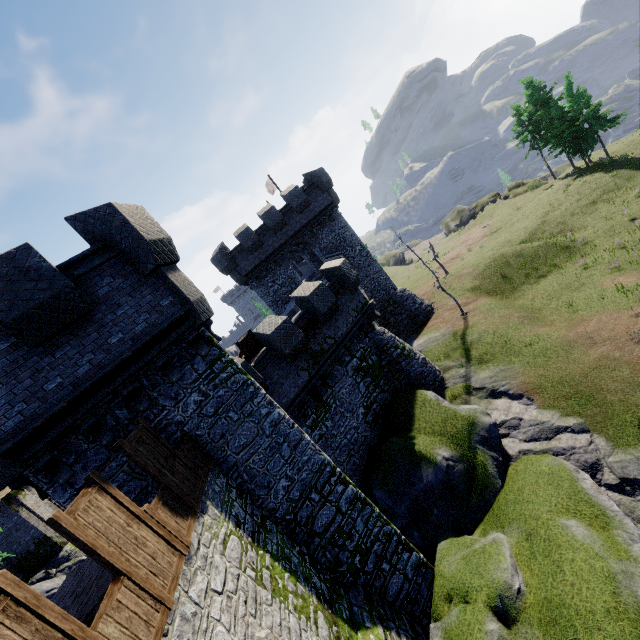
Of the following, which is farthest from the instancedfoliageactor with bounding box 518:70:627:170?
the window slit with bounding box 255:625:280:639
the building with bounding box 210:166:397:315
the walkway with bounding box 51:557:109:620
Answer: the window slit with bounding box 255:625:280:639

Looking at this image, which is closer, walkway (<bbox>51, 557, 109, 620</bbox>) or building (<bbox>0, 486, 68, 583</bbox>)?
walkway (<bbox>51, 557, 109, 620</bbox>)

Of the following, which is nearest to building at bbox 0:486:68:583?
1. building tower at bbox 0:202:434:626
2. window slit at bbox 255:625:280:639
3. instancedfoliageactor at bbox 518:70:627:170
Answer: building tower at bbox 0:202:434:626

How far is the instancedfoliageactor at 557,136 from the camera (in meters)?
34.59

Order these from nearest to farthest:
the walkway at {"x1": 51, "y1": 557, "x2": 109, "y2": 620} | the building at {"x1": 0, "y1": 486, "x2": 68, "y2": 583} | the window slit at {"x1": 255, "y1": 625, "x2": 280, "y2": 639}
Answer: the window slit at {"x1": 255, "y1": 625, "x2": 280, "y2": 639} < the walkway at {"x1": 51, "y1": 557, "x2": 109, "y2": 620} < the building at {"x1": 0, "y1": 486, "x2": 68, "y2": 583}

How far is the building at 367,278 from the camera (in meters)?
25.56

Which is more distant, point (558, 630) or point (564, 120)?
point (564, 120)

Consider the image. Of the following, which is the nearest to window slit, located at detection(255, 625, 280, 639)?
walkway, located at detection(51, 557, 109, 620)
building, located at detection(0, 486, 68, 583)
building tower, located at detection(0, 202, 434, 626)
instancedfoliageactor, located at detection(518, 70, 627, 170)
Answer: walkway, located at detection(51, 557, 109, 620)
